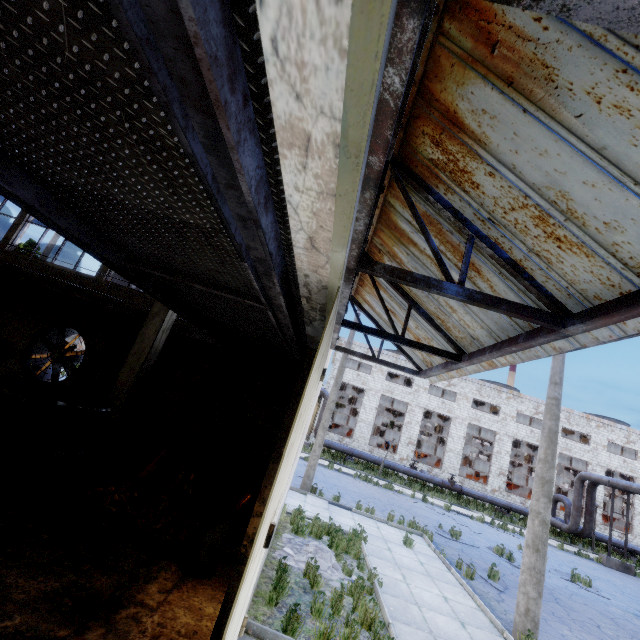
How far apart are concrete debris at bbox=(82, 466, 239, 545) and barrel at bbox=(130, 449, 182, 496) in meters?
0.0

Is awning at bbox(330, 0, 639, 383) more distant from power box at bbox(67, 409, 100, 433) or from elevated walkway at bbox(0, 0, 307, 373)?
power box at bbox(67, 409, 100, 433)

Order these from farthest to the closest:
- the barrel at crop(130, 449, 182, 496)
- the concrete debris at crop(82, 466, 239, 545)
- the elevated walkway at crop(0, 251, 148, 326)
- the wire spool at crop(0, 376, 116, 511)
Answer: the elevated walkway at crop(0, 251, 148, 326), the barrel at crop(130, 449, 182, 496), the concrete debris at crop(82, 466, 239, 545), the wire spool at crop(0, 376, 116, 511)

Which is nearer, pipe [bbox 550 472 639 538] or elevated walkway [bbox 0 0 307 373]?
elevated walkway [bbox 0 0 307 373]

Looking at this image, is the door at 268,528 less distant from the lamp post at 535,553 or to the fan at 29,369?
the lamp post at 535,553

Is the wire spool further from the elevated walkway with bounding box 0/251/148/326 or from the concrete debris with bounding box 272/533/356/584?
the concrete debris with bounding box 272/533/356/584

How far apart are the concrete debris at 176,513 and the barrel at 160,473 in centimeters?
1cm

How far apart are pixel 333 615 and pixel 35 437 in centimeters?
654cm
